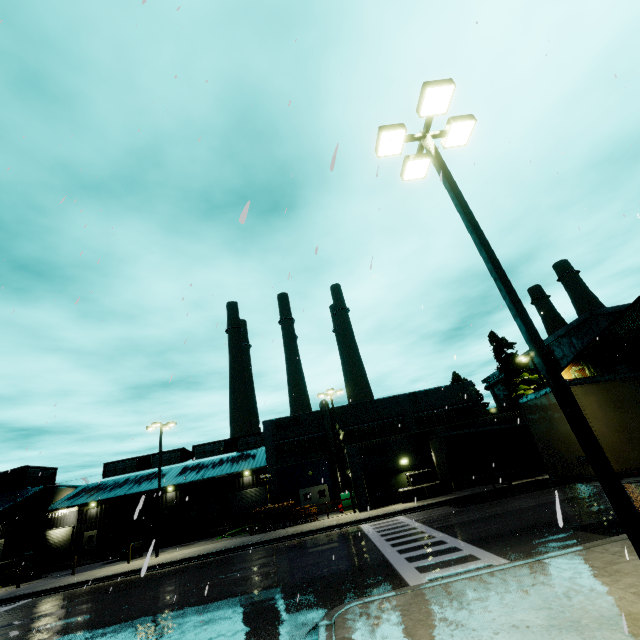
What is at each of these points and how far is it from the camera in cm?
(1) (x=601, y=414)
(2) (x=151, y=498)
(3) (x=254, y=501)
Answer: (1) semi trailer, 966
(2) building, 3950
(3) roll-up door, 3947

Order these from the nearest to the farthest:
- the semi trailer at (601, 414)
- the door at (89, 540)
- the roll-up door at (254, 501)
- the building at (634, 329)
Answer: the semi trailer at (601, 414) → the building at (634, 329) → the door at (89, 540) → the roll-up door at (254, 501)

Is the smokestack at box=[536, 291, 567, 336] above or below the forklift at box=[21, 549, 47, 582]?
above

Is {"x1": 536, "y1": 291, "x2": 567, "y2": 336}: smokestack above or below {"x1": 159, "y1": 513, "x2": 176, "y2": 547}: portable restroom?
above

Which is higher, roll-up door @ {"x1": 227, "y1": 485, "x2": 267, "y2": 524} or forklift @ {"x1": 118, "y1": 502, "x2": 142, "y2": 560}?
roll-up door @ {"x1": 227, "y1": 485, "x2": 267, "y2": 524}

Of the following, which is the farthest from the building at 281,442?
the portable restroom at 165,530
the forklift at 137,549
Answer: the forklift at 137,549

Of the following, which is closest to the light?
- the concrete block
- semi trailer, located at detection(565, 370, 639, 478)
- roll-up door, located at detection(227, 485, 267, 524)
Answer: semi trailer, located at detection(565, 370, 639, 478)

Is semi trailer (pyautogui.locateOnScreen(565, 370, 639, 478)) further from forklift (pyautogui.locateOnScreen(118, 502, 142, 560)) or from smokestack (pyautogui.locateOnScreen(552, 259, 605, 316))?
forklift (pyautogui.locateOnScreen(118, 502, 142, 560))
